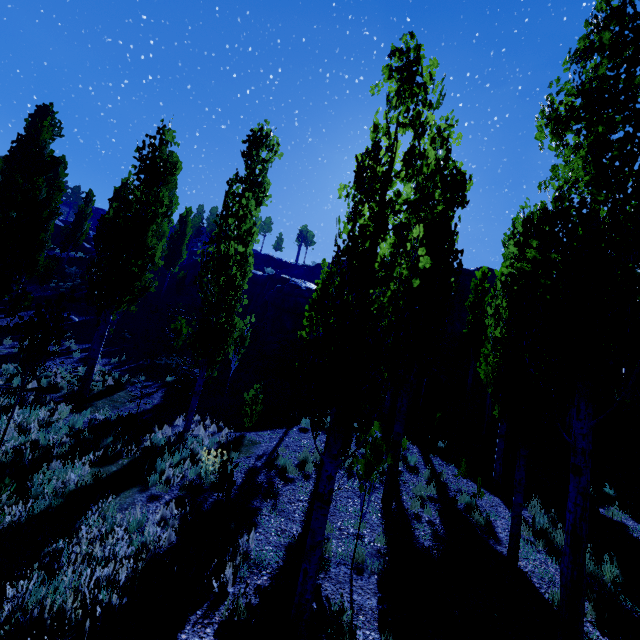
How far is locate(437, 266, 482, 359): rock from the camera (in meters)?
28.03

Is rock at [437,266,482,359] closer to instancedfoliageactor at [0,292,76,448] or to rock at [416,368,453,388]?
rock at [416,368,453,388]

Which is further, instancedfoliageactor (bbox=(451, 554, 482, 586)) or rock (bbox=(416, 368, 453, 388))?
rock (bbox=(416, 368, 453, 388))

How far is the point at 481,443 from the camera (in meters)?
13.55

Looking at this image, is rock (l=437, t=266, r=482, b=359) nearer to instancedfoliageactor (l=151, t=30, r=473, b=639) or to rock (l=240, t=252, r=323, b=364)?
rock (l=240, t=252, r=323, b=364)

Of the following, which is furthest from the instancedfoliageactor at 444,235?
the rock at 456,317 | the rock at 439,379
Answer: the rock at 456,317

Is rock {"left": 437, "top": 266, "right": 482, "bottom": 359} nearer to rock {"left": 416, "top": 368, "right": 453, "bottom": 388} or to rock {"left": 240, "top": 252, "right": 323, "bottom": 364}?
rock {"left": 240, "top": 252, "right": 323, "bottom": 364}

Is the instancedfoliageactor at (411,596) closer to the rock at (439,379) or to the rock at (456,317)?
the rock at (439,379)
